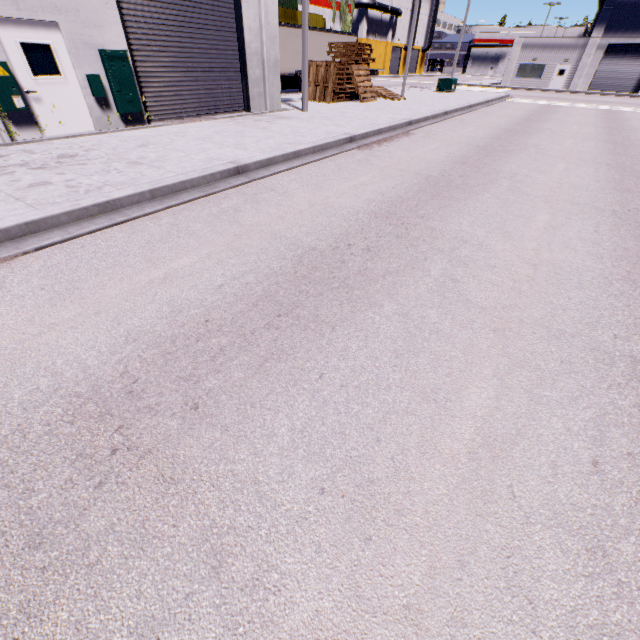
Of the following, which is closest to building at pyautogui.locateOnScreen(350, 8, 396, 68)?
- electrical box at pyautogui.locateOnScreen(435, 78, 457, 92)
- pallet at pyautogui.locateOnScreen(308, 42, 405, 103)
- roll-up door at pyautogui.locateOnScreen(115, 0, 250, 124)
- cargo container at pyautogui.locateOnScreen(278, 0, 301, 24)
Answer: roll-up door at pyautogui.locateOnScreen(115, 0, 250, 124)

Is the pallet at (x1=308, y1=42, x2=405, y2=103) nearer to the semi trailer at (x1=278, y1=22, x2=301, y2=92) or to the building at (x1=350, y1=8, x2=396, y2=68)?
the building at (x1=350, y1=8, x2=396, y2=68)

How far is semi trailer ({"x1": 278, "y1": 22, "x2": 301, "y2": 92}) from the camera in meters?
22.1 m

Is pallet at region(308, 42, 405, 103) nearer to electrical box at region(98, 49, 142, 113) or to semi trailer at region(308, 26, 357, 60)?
semi trailer at region(308, 26, 357, 60)

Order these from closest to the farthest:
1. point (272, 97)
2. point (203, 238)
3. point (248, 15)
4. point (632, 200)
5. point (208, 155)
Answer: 1. point (203, 238)
2. point (632, 200)
3. point (208, 155)
4. point (248, 15)
5. point (272, 97)

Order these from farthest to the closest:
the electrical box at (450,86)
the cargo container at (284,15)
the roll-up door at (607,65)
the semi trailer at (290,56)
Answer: the roll-up door at (607,65) → the electrical box at (450,86) → the cargo container at (284,15) → the semi trailer at (290,56)

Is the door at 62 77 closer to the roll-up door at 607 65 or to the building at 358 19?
the building at 358 19

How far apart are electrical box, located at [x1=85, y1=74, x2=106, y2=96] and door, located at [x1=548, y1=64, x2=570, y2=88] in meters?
52.8 m
